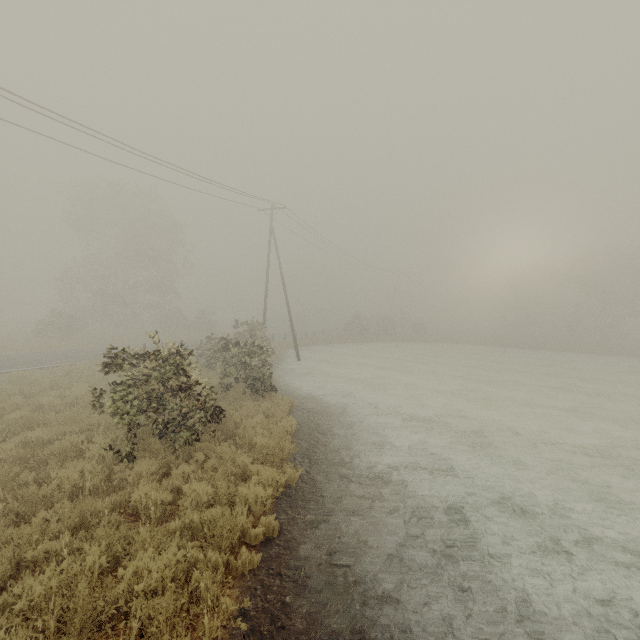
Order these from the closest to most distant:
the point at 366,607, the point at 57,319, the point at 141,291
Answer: the point at 366,607 < the point at 57,319 < the point at 141,291
